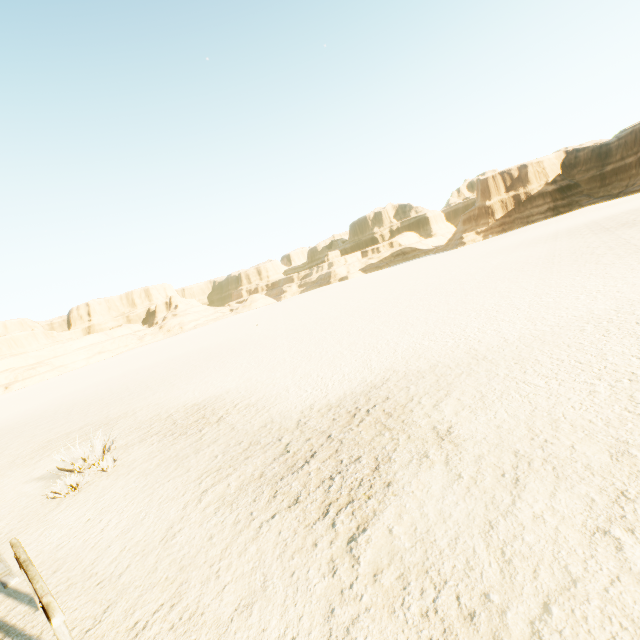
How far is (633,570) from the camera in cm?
298
